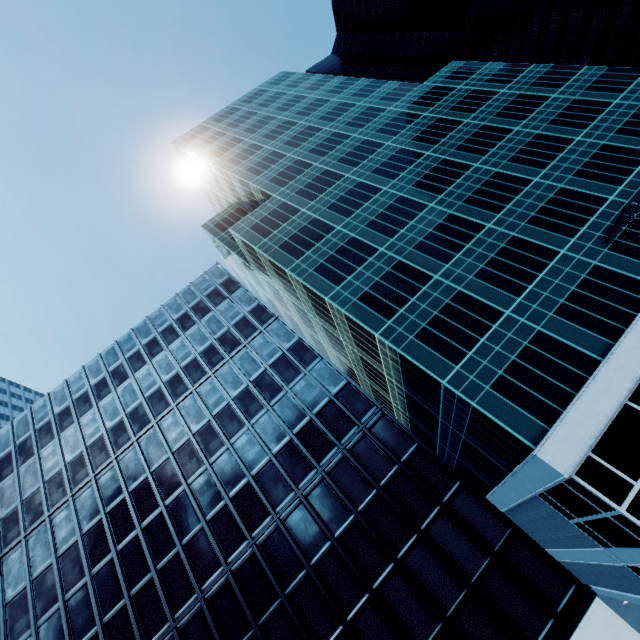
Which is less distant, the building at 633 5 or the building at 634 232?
the building at 634 232

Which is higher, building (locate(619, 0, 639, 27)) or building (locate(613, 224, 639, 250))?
building (locate(619, 0, 639, 27))

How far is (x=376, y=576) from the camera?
17.62m

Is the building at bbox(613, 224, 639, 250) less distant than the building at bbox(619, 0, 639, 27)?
Yes

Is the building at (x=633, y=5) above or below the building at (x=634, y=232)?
above
